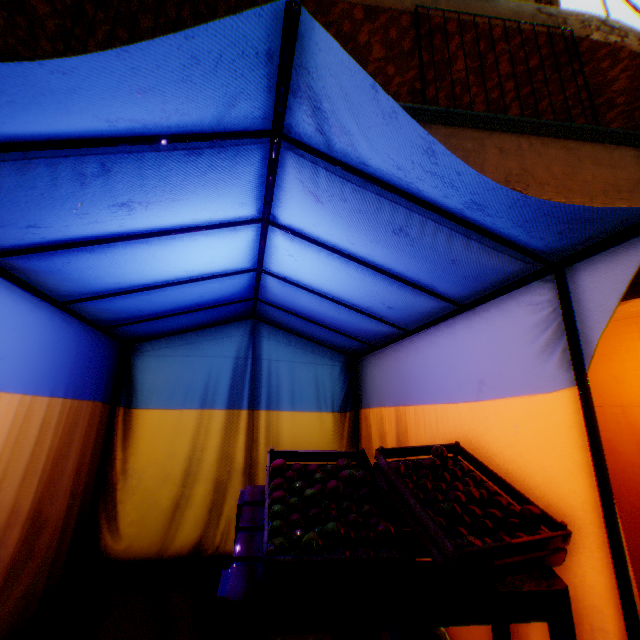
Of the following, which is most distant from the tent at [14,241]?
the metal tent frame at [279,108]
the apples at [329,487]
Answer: the apples at [329,487]

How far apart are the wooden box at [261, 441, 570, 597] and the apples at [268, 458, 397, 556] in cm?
1

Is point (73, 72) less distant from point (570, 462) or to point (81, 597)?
point (570, 462)

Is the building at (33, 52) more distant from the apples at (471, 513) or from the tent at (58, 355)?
the apples at (471, 513)

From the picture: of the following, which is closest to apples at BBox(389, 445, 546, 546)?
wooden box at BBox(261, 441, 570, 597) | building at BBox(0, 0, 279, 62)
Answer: wooden box at BBox(261, 441, 570, 597)

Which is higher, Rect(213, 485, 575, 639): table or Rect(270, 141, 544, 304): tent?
Rect(270, 141, 544, 304): tent

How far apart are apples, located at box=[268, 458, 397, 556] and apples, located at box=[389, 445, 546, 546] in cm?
9

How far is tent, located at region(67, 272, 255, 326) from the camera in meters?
2.3 m
